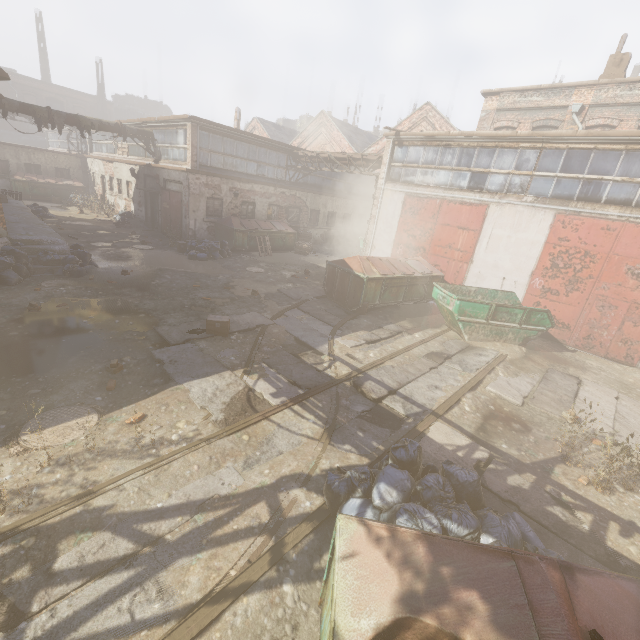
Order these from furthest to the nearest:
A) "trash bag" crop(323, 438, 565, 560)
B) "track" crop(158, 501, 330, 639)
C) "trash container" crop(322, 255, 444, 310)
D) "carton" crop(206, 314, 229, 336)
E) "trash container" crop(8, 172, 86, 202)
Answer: "trash container" crop(8, 172, 86, 202), "trash container" crop(322, 255, 444, 310), "carton" crop(206, 314, 229, 336), "trash bag" crop(323, 438, 565, 560), "track" crop(158, 501, 330, 639)

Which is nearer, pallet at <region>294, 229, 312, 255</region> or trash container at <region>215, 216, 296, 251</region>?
trash container at <region>215, 216, 296, 251</region>

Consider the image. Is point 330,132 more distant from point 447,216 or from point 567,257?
point 567,257

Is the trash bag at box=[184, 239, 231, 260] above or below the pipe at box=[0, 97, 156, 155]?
below

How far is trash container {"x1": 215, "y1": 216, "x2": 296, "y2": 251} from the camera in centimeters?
1730cm

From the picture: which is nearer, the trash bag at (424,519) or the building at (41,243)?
the trash bag at (424,519)

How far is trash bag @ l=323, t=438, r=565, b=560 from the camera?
3.39m

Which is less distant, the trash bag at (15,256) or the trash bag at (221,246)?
the trash bag at (15,256)
